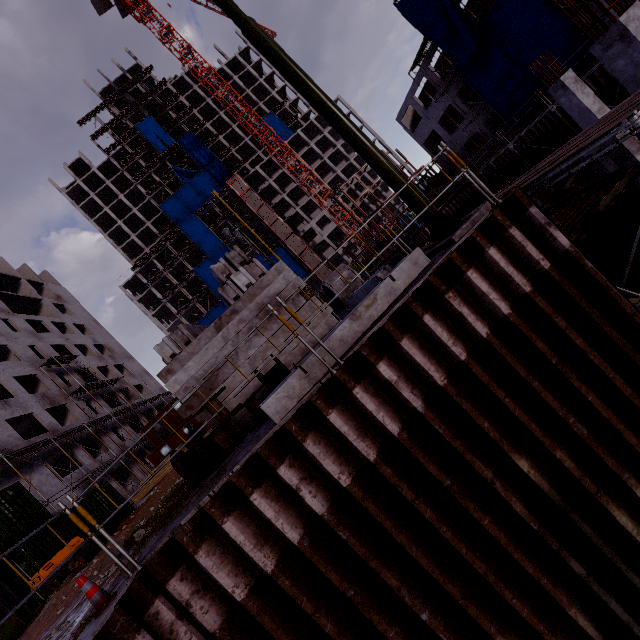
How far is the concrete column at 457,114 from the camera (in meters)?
33.25

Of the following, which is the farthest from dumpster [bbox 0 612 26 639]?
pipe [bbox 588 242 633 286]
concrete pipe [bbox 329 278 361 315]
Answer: pipe [bbox 588 242 633 286]

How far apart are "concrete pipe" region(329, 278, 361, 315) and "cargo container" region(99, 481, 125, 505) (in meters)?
16.60

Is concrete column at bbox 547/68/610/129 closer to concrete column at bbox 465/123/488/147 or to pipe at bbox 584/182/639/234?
pipe at bbox 584/182/639/234

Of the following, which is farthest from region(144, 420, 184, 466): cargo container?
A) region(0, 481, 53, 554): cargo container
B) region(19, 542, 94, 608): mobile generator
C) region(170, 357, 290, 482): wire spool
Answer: region(170, 357, 290, 482): wire spool

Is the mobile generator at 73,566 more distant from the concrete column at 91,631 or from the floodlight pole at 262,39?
the floodlight pole at 262,39

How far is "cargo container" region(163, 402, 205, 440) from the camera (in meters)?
31.14

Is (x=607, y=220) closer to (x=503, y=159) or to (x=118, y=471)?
(x=503, y=159)
